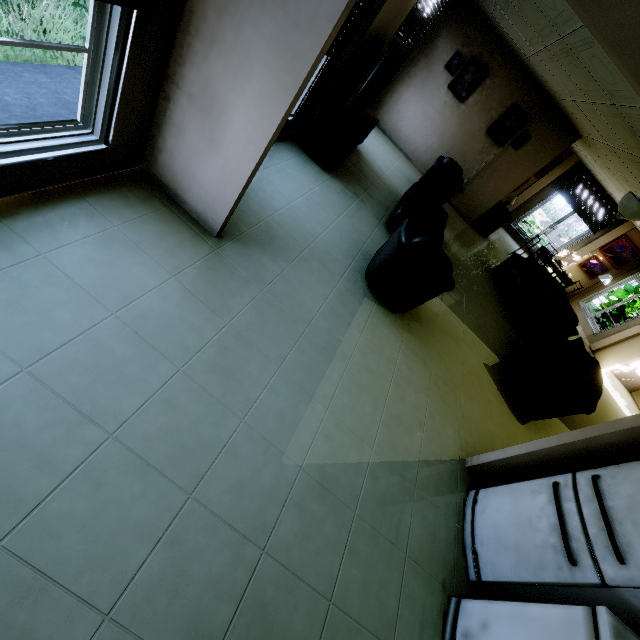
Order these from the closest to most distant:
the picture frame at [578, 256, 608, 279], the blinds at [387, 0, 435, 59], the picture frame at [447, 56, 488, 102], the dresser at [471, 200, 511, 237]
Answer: the blinds at [387, 0, 435, 59] < the picture frame at [447, 56, 488, 102] < the dresser at [471, 200, 511, 237] < the picture frame at [578, 256, 608, 279]

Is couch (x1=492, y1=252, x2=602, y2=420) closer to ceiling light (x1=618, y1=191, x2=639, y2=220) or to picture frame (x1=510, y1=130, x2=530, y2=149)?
ceiling light (x1=618, y1=191, x2=639, y2=220)

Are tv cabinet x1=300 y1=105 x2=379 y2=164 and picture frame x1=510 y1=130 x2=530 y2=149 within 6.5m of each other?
yes

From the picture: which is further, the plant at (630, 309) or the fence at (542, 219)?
the fence at (542, 219)

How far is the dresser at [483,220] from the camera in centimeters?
859cm

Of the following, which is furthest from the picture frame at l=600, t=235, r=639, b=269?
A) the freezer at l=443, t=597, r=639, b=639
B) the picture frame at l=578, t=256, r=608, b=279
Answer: the freezer at l=443, t=597, r=639, b=639

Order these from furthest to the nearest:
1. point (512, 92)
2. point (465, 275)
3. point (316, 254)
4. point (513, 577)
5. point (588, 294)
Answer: point (588, 294) < point (512, 92) < point (465, 275) < point (316, 254) < point (513, 577)

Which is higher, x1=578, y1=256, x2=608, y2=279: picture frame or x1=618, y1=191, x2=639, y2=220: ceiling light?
x1=618, y1=191, x2=639, y2=220: ceiling light
